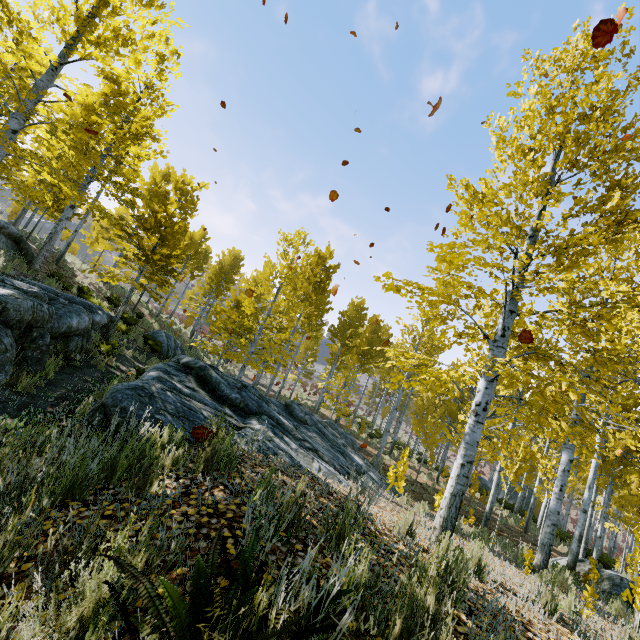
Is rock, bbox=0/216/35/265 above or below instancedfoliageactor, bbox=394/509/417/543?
above

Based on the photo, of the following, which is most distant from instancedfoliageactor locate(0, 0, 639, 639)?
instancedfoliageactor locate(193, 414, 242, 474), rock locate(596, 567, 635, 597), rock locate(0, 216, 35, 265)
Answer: instancedfoliageactor locate(193, 414, 242, 474)

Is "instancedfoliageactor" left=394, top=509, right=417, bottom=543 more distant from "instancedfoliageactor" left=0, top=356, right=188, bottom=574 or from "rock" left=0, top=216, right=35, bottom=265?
"instancedfoliageactor" left=0, top=356, right=188, bottom=574

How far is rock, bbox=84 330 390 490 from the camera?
4.0 meters

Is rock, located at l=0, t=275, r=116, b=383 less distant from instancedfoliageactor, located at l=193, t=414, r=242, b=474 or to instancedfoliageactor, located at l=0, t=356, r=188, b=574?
instancedfoliageactor, located at l=0, t=356, r=188, b=574

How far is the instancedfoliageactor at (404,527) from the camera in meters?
3.7 m

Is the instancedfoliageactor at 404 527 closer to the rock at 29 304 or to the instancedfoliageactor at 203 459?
the rock at 29 304

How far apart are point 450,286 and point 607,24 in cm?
294
